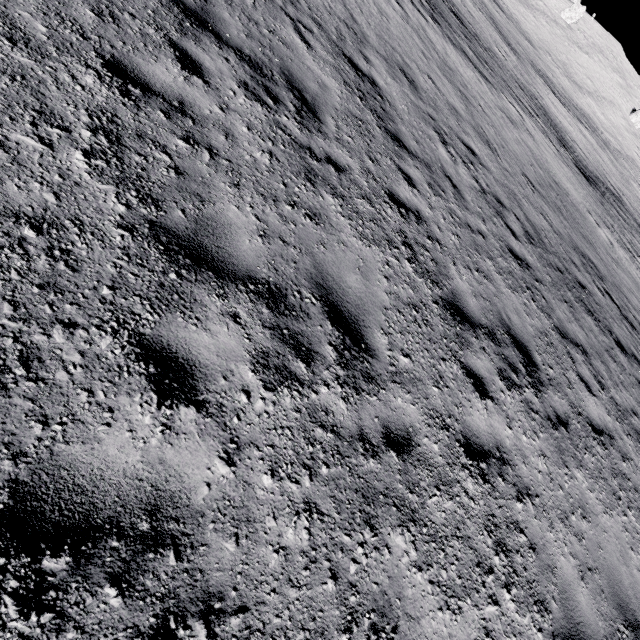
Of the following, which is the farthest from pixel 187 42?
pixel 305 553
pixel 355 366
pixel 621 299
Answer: pixel 621 299
